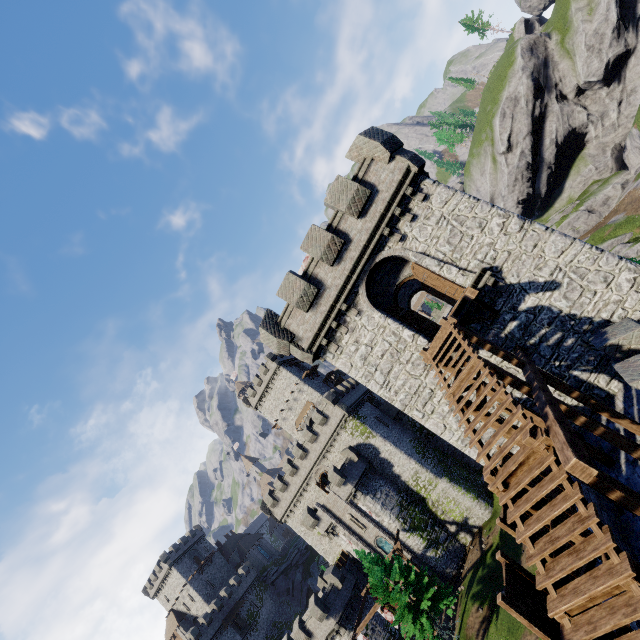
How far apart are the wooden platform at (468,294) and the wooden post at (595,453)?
2.4m

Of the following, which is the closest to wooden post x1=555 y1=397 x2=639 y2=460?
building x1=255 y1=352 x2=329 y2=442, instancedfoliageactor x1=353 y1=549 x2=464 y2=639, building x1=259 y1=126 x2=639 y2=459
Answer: building x1=259 y1=126 x2=639 y2=459

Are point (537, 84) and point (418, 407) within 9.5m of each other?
no

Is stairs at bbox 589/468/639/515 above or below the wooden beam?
below

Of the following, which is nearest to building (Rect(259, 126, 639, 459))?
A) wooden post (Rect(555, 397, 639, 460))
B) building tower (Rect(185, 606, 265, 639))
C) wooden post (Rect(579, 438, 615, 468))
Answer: wooden post (Rect(579, 438, 615, 468))

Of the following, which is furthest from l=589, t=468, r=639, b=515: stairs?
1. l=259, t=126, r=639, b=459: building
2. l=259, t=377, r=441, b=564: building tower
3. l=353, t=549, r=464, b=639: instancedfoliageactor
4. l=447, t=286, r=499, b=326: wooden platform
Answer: l=259, t=377, r=441, b=564: building tower

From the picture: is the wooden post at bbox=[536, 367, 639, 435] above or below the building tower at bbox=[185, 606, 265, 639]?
below

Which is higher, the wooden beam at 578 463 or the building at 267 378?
the building at 267 378
